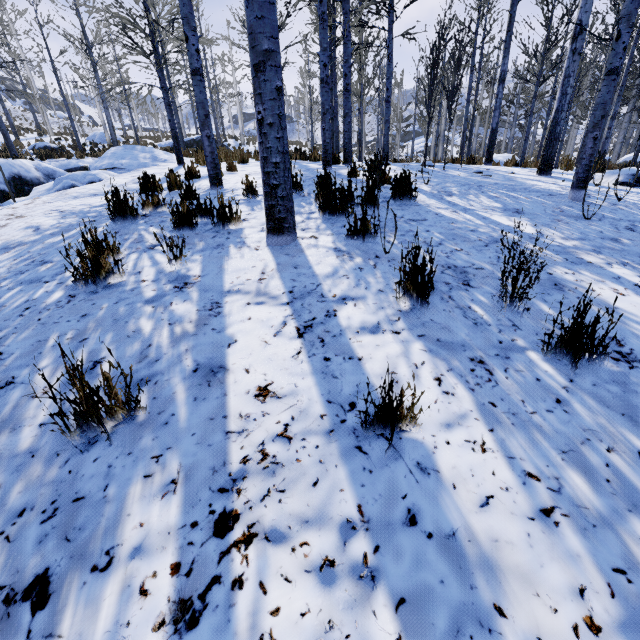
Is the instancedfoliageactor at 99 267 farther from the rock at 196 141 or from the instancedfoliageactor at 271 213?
the instancedfoliageactor at 271 213

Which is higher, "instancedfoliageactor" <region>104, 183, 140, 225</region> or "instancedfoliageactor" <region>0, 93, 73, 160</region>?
"instancedfoliageactor" <region>0, 93, 73, 160</region>

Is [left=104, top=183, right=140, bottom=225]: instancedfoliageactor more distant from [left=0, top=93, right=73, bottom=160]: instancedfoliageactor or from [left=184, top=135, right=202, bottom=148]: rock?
[left=0, top=93, right=73, bottom=160]: instancedfoliageactor

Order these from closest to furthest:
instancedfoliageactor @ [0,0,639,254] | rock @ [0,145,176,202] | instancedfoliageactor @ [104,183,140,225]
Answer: instancedfoliageactor @ [0,0,639,254], instancedfoliageactor @ [104,183,140,225], rock @ [0,145,176,202]

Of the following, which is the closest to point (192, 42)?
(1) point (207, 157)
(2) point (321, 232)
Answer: (1) point (207, 157)

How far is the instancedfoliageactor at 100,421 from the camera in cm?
135

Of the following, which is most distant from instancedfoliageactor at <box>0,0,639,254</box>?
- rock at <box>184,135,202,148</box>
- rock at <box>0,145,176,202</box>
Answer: rock at <box>0,145,176,202</box>

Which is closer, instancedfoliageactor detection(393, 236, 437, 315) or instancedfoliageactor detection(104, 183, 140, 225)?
instancedfoliageactor detection(393, 236, 437, 315)
